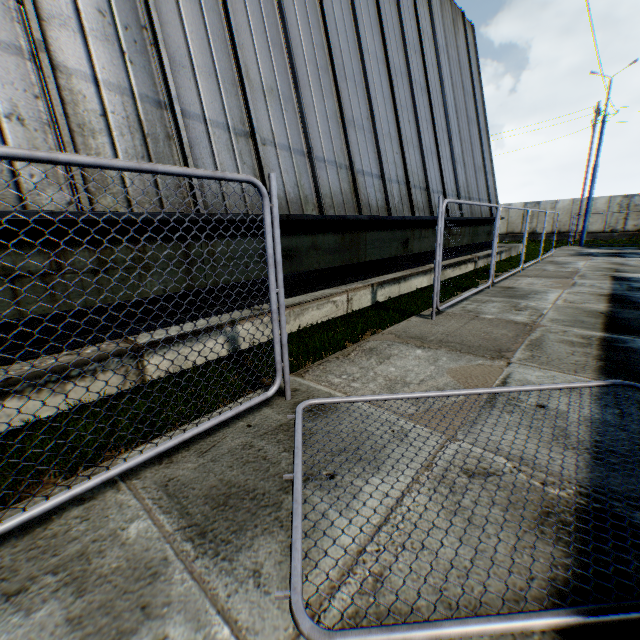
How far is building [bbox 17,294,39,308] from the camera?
3.6m

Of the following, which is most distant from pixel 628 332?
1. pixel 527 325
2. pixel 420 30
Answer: pixel 420 30

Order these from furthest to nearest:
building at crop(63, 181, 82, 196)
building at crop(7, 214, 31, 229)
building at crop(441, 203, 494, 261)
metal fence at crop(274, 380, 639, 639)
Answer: building at crop(441, 203, 494, 261)
building at crop(63, 181, 82, 196)
building at crop(7, 214, 31, 229)
metal fence at crop(274, 380, 639, 639)

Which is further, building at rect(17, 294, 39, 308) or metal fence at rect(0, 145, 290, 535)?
building at rect(17, 294, 39, 308)

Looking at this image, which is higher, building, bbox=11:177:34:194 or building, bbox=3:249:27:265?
building, bbox=11:177:34:194

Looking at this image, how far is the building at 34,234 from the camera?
3.53m

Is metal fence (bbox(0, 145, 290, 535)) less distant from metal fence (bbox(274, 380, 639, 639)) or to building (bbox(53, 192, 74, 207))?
metal fence (bbox(274, 380, 639, 639))

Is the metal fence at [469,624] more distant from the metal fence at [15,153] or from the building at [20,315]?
the building at [20,315]
